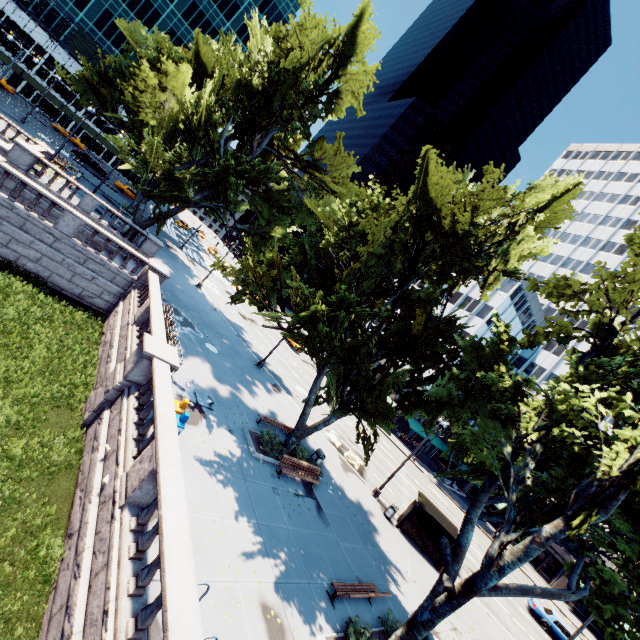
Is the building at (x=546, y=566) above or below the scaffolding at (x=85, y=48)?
below

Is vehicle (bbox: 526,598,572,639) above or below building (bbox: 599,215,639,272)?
Result: below

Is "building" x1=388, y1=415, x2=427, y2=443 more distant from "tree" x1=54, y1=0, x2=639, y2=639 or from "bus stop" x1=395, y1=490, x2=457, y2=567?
"bus stop" x1=395, y1=490, x2=457, y2=567

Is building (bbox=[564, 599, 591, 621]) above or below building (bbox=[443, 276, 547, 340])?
below

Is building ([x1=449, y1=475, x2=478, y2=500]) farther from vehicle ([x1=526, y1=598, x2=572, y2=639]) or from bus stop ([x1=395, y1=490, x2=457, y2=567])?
vehicle ([x1=526, y1=598, x2=572, y2=639])

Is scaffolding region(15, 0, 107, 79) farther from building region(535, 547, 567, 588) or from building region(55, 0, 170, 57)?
building region(535, 547, 567, 588)

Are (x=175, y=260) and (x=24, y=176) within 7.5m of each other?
no

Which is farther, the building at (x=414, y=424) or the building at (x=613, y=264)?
the building at (x=613, y=264)
